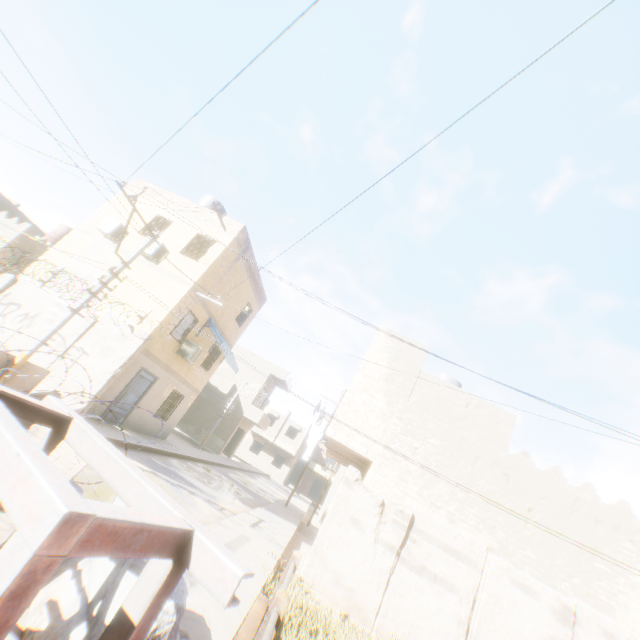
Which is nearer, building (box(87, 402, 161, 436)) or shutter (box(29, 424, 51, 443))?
shutter (box(29, 424, 51, 443))

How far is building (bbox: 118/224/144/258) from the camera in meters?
14.6 m

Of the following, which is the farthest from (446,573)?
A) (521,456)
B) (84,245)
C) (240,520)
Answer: (84,245)

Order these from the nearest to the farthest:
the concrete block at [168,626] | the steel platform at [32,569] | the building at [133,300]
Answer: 1. the steel platform at [32,569]
2. the concrete block at [168,626]
3. the building at [133,300]

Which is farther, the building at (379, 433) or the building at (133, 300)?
the building at (133, 300)

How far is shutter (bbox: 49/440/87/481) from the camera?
3.29m

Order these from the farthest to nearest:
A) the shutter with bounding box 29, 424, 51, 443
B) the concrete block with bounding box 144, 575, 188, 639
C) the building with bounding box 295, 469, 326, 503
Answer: the building with bounding box 295, 469, 326, 503
the shutter with bounding box 29, 424, 51, 443
the concrete block with bounding box 144, 575, 188, 639

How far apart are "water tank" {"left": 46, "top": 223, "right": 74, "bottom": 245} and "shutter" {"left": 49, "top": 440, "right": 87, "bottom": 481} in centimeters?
2552cm
